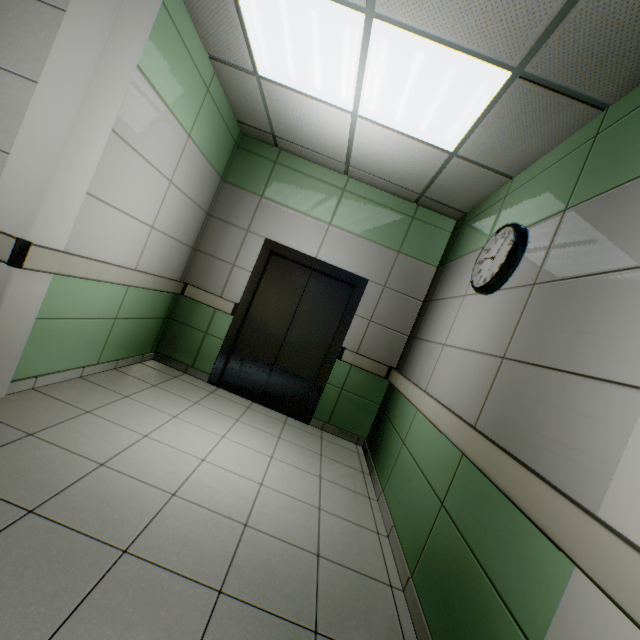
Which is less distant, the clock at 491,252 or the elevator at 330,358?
the clock at 491,252

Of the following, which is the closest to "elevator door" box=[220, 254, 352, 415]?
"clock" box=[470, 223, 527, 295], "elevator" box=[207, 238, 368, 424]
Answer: "elevator" box=[207, 238, 368, 424]

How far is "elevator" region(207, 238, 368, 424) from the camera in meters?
4.3

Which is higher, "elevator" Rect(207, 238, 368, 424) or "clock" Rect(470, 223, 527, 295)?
"clock" Rect(470, 223, 527, 295)

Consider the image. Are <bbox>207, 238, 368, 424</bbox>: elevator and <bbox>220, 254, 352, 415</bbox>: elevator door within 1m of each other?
yes

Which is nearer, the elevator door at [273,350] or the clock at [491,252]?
the clock at [491,252]

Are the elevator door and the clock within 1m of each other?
no

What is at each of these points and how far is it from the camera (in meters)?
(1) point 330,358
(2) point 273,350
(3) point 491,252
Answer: (1) elevator, 4.29
(2) elevator door, 4.45
(3) clock, 2.64
